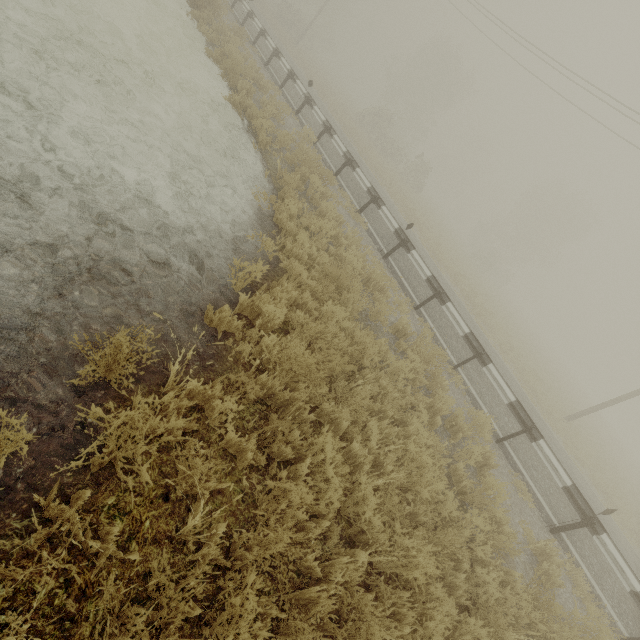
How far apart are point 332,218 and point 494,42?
24.8 meters
